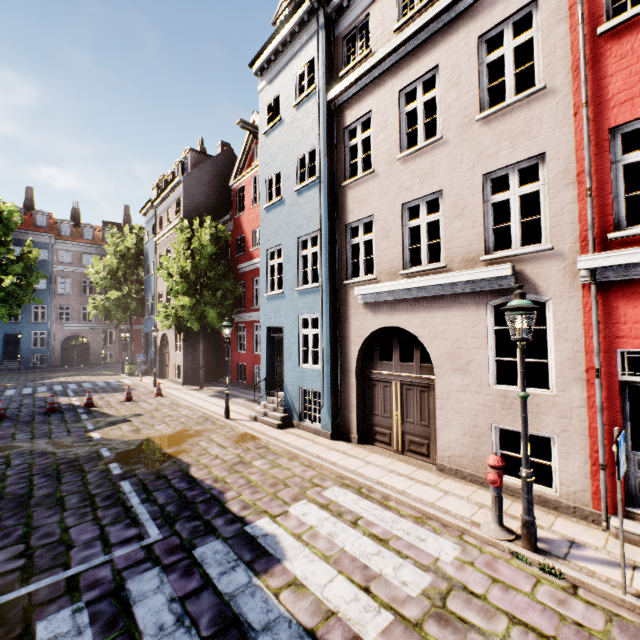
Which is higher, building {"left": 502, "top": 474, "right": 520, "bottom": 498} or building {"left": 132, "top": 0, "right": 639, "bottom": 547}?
building {"left": 132, "top": 0, "right": 639, "bottom": 547}

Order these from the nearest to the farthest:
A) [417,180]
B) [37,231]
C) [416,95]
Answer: [417,180] → [416,95] → [37,231]

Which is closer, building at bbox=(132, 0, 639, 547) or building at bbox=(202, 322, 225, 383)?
building at bbox=(132, 0, 639, 547)

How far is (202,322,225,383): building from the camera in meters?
21.3

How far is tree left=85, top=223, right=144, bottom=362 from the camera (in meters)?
26.73

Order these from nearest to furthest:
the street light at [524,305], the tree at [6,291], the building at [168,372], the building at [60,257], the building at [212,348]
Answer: the street light at [524,305], the building at [168,372], the building at [212,348], the tree at [6,291], the building at [60,257]

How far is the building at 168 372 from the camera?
20.5m
